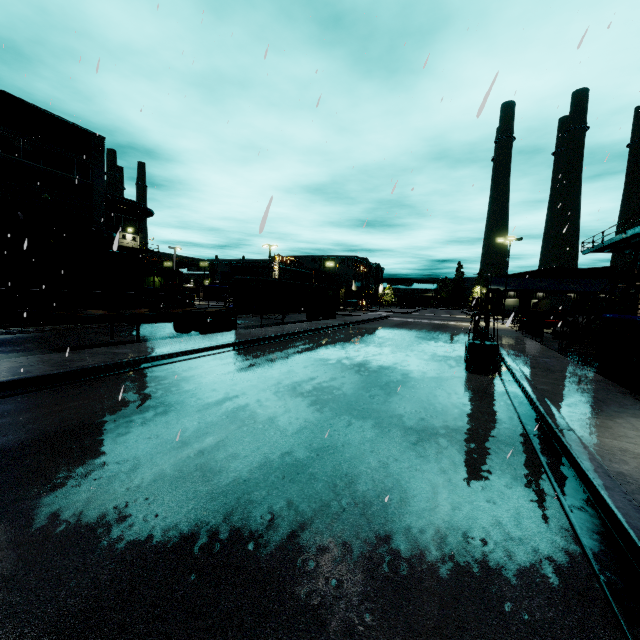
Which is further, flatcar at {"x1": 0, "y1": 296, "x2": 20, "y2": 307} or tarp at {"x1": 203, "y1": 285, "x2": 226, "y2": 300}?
tarp at {"x1": 203, "y1": 285, "x2": 226, "y2": 300}

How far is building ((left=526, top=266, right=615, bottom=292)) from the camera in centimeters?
5688cm

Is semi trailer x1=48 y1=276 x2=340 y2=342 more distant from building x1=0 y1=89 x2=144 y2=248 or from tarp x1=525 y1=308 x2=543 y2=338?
tarp x1=525 y1=308 x2=543 y2=338

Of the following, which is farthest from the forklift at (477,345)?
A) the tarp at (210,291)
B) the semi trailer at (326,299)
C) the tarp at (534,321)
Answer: the tarp at (210,291)

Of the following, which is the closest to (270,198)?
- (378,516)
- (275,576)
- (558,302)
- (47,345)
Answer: (275,576)

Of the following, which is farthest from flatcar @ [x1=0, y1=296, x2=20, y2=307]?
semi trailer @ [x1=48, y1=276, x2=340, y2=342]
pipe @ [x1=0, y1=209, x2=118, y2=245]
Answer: pipe @ [x1=0, y1=209, x2=118, y2=245]

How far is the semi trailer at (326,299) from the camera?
14.22m

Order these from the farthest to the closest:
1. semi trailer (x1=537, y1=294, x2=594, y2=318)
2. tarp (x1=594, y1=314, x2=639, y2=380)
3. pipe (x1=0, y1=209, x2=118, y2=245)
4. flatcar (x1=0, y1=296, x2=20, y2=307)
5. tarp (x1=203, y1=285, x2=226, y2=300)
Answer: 1. semi trailer (x1=537, y1=294, x2=594, y2=318)
2. tarp (x1=203, y1=285, x2=226, y2=300)
3. pipe (x1=0, y1=209, x2=118, y2=245)
4. flatcar (x1=0, y1=296, x2=20, y2=307)
5. tarp (x1=594, y1=314, x2=639, y2=380)
